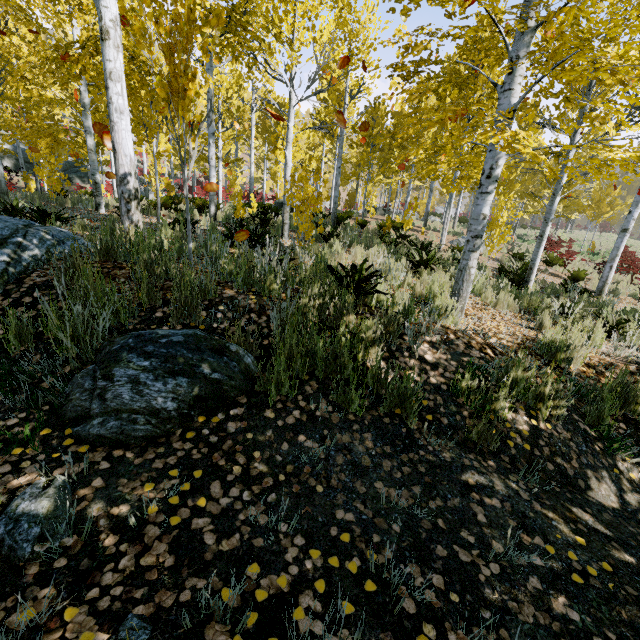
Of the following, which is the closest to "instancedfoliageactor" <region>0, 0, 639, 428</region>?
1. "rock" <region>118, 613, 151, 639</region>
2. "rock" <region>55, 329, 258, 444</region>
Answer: "rock" <region>55, 329, 258, 444</region>

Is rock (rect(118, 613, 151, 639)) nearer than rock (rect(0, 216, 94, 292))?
Yes

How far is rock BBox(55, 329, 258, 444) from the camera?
→ 2.1 meters

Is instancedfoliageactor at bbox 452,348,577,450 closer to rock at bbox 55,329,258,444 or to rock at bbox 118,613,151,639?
rock at bbox 55,329,258,444

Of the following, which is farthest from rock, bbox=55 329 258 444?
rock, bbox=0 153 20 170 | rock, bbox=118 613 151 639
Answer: rock, bbox=0 153 20 170

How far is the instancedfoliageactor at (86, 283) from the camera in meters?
2.4

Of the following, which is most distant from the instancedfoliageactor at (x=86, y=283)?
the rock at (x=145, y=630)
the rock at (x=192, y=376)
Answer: the rock at (x=145, y=630)

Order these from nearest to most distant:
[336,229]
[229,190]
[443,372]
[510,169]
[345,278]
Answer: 1. [443,372]
2. [345,278]
3. [510,169]
4. [336,229]
5. [229,190]
